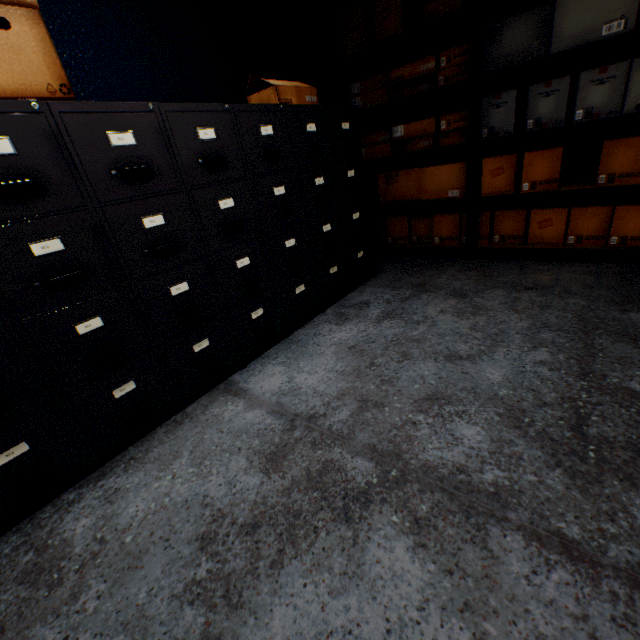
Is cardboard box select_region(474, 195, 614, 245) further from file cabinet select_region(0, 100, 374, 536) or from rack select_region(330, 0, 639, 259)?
file cabinet select_region(0, 100, 374, 536)

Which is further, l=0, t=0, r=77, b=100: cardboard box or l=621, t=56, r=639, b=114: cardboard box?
l=621, t=56, r=639, b=114: cardboard box

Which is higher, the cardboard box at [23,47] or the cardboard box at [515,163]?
the cardboard box at [23,47]

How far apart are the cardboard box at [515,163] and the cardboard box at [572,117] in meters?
0.2 m

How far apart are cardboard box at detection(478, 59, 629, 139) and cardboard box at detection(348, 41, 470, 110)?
0.14m

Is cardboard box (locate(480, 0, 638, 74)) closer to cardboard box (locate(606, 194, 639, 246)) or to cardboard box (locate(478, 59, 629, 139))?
cardboard box (locate(478, 59, 629, 139))

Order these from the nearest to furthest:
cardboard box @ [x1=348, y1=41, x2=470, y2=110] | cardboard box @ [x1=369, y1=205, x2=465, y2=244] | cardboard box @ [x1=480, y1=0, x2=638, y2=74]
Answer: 1. cardboard box @ [x1=480, y1=0, x2=638, y2=74]
2. cardboard box @ [x1=348, y1=41, x2=470, y2=110]
3. cardboard box @ [x1=369, y1=205, x2=465, y2=244]

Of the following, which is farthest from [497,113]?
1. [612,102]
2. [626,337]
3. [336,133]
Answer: [626,337]
